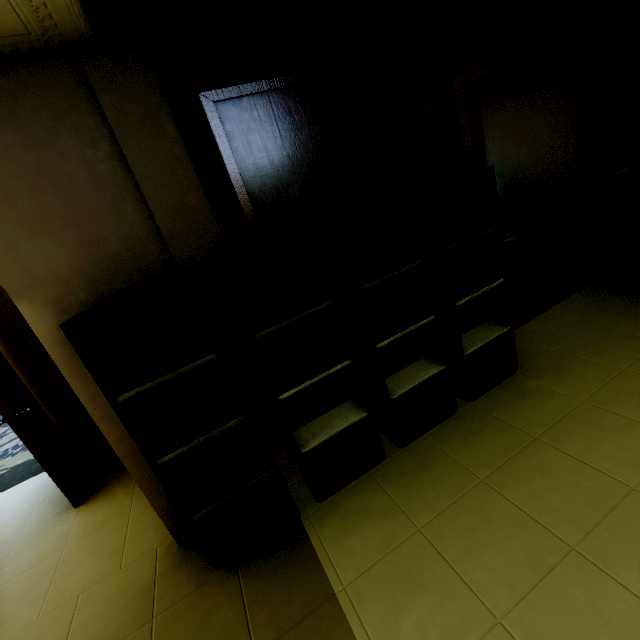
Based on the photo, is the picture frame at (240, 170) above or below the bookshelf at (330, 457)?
above

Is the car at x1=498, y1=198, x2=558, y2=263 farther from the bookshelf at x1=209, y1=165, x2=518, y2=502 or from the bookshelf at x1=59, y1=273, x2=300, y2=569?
the bookshelf at x1=59, y1=273, x2=300, y2=569

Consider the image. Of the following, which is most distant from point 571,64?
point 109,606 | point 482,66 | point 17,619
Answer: point 17,619

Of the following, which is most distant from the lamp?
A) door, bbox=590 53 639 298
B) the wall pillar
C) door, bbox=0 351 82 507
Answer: door, bbox=0 351 82 507

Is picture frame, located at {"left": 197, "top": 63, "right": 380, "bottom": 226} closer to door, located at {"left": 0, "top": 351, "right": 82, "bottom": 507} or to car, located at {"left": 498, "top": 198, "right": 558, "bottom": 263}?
door, located at {"left": 0, "top": 351, "right": 82, "bottom": 507}

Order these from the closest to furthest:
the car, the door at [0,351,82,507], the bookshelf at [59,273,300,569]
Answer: the bookshelf at [59,273,300,569]
the door at [0,351,82,507]
the car

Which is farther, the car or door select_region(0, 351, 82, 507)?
the car

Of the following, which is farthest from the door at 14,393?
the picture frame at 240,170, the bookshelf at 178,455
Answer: the picture frame at 240,170
